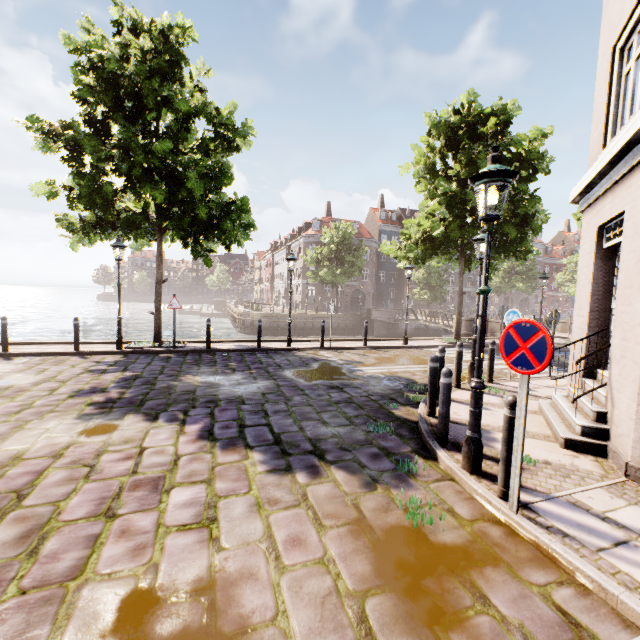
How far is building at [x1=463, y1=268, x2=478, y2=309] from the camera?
54.7m

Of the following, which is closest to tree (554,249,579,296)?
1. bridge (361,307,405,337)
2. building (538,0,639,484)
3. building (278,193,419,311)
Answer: bridge (361,307,405,337)

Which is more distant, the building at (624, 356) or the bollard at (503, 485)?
the building at (624, 356)

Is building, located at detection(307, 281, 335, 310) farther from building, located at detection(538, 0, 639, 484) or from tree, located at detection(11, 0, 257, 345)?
building, located at detection(538, 0, 639, 484)

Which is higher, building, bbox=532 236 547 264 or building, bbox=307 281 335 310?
building, bbox=532 236 547 264

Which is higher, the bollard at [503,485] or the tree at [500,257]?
the tree at [500,257]

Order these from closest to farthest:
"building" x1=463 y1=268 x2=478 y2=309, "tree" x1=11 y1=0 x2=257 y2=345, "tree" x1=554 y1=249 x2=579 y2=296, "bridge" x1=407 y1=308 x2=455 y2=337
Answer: "tree" x1=11 y1=0 x2=257 y2=345
"bridge" x1=407 y1=308 x2=455 y2=337
"tree" x1=554 y1=249 x2=579 y2=296
"building" x1=463 y1=268 x2=478 y2=309

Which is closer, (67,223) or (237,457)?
(237,457)
